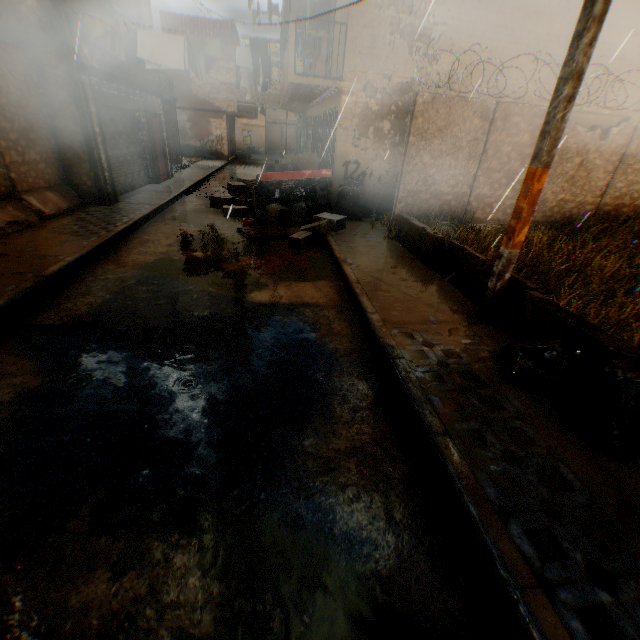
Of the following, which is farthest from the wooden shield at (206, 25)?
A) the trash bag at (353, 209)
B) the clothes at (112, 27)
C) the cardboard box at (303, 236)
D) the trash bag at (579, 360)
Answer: the trash bag at (579, 360)

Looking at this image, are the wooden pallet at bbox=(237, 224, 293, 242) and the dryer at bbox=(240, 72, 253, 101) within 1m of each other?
no

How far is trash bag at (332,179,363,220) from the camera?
9.7m

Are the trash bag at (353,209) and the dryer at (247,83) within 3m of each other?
no

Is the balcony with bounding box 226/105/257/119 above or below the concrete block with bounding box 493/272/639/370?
above

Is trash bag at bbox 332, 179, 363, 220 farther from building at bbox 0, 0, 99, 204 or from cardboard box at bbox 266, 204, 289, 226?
cardboard box at bbox 266, 204, 289, 226

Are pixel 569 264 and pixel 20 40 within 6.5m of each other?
A: no

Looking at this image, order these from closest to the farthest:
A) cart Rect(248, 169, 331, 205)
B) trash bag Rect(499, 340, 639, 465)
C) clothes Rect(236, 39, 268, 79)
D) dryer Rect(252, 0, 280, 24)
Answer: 1. trash bag Rect(499, 340, 639, 465)
2. clothes Rect(236, 39, 268, 79)
3. cart Rect(248, 169, 331, 205)
4. dryer Rect(252, 0, 280, 24)
